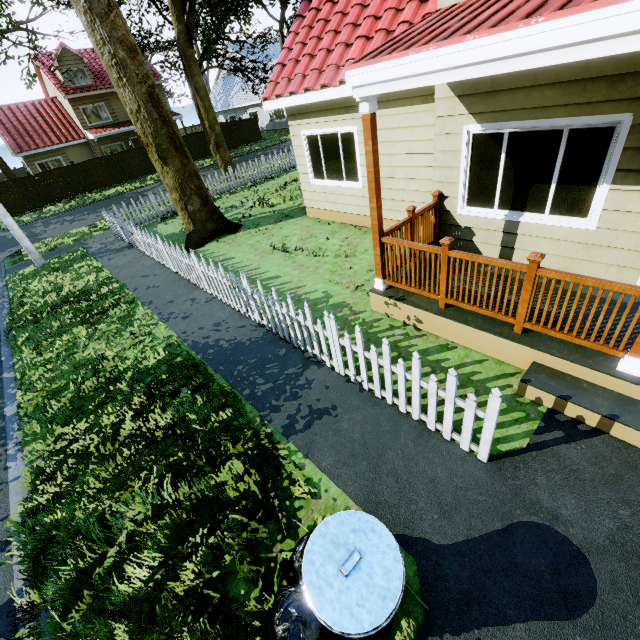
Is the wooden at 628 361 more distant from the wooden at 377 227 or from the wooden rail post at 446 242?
the wooden at 377 227

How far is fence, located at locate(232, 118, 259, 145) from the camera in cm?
3102

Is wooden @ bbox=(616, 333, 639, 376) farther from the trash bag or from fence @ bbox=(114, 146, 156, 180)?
the trash bag

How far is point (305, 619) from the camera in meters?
2.4

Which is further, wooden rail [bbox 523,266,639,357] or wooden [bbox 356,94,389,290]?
wooden [bbox 356,94,389,290]

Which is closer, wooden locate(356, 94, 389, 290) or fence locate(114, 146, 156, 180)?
wooden locate(356, 94, 389, 290)

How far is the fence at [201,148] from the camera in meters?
28.5 m

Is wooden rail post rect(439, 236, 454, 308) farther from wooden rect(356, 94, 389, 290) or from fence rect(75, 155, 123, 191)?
fence rect(75, 155, 123, 191)
